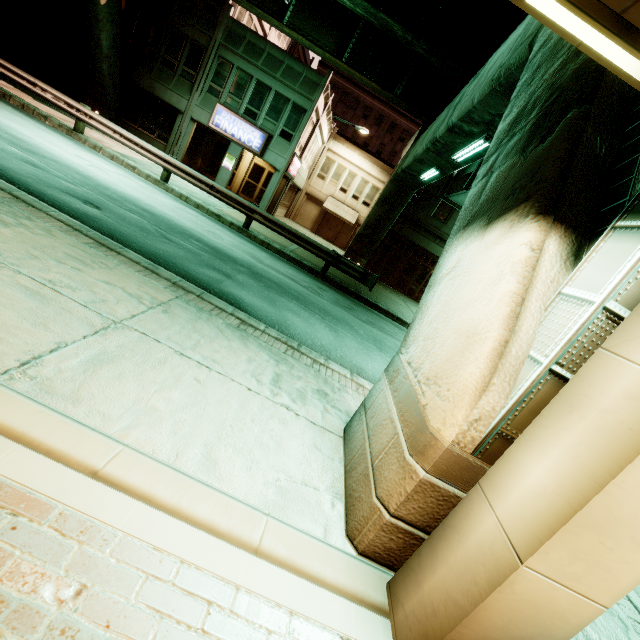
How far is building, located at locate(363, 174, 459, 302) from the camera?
22.0m

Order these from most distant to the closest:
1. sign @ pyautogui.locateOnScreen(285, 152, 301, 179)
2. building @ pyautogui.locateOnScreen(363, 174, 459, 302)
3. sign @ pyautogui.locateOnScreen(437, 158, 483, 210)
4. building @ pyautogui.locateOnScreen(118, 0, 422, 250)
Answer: building @ pyautogui.locateOnScreen(363, 174, 459, 302), sign @ pyautogui.locateOnScreen(285, 152, 301, 179), building @ pyautogui.locateOnScreen(118, 0, 422, 250), sign @ pyautogui.locateOnScreen(437, 158, 483, 210)

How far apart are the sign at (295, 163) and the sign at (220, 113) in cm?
175

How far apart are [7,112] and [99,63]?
11.9m

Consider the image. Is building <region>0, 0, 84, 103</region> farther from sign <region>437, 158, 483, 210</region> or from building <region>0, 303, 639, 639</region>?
sign <region>437, 158, 483, 210</region>

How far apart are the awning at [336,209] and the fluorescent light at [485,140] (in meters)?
21.76

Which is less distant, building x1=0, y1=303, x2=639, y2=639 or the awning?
building x1=0, y1=303, x2=639, y2=639

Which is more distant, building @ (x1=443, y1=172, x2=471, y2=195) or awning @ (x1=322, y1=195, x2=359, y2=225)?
awning @ (x1=322, y1=195, x2=359, y2=225)
